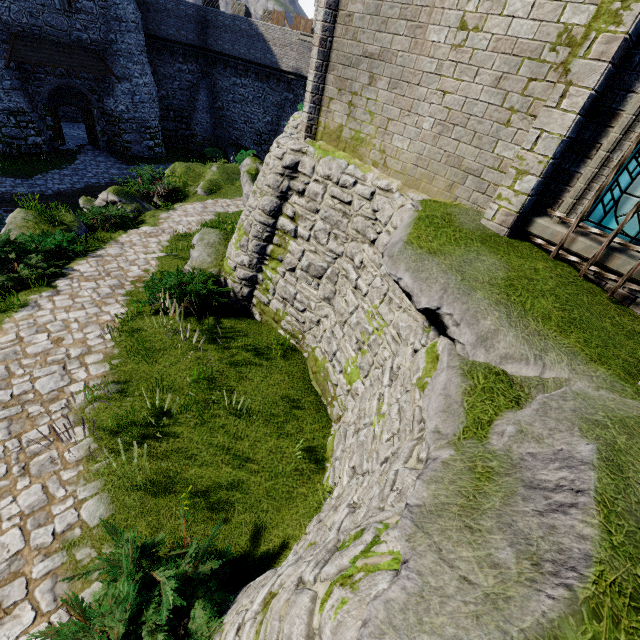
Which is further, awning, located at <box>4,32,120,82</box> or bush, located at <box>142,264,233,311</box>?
awning, located at <box>4,32,120,82</box>

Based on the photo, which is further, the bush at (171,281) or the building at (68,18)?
the building at (68,18)

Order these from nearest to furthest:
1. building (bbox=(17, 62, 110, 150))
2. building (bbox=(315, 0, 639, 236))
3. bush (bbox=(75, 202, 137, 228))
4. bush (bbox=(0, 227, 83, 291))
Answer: building (bbox=(315, 0, 639, 236)) < bush (bbox=(0, 227, 83, 291)) < bush (bbox=(75, 202, 137, 228)) < building (bbox=(17, 62, 110, 150))

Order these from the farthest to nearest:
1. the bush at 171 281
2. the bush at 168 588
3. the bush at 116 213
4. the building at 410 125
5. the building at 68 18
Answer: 1. the building at 68 18
2. the bush at 116 213
3. the bush at 171 281
4. the building at 410 125
5. the bush at 168 588

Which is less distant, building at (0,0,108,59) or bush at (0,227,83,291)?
bush at (0,227,83,291)

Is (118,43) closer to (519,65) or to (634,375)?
(519,65)

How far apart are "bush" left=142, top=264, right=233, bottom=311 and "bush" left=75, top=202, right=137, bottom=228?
5.2 meters

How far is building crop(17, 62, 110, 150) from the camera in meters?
21.3 m
